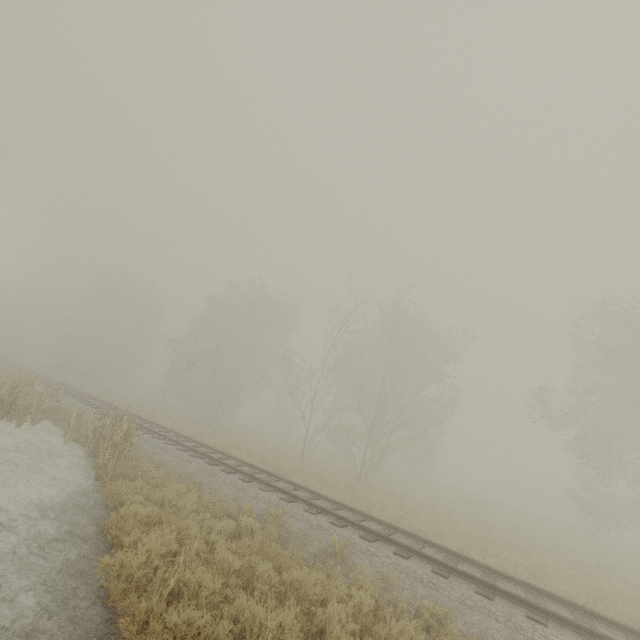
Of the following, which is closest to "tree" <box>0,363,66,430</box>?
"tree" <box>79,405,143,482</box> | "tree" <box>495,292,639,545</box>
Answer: "tree" <box>79,405,143,482</box>

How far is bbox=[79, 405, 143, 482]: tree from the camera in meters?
10.1 m

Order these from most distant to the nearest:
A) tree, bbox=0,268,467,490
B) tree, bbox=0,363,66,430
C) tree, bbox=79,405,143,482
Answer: tree, bbox=0,268,467,490 → tree, bbox=0,363,66,430 → tree, bbox=79,405,143,482

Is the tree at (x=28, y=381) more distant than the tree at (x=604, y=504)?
No

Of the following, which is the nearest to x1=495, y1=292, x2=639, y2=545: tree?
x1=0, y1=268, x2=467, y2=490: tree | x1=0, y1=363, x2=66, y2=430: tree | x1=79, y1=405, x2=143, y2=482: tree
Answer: x1=0, y1=268, x2=467, y2=490: tree

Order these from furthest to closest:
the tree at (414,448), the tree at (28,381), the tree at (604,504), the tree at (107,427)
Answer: the tree at (414,448)
the tree at (604,504)
the tree at (28,381)
the tree at (107,427)

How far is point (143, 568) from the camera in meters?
5.8 m
